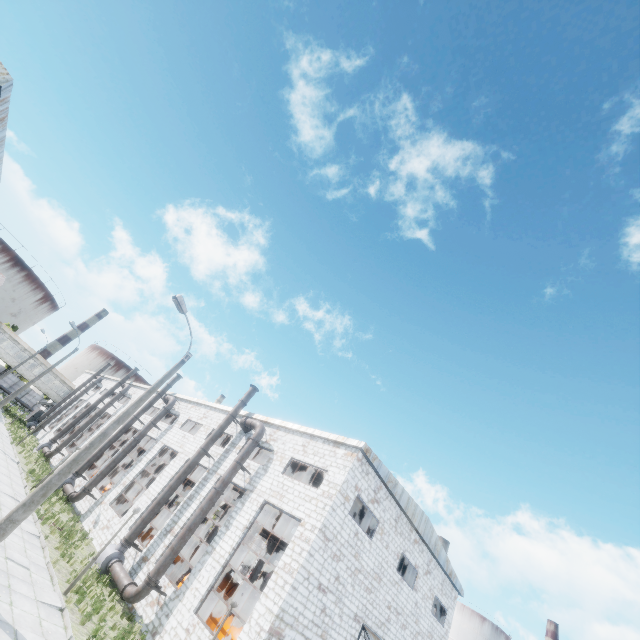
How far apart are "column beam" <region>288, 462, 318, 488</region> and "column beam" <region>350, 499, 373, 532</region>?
4.1 meters

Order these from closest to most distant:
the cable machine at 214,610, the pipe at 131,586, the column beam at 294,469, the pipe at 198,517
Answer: the pipe at 131,586 < the pipe at 198,517 < the cable machine at 214,610 < the column beam at 294,469

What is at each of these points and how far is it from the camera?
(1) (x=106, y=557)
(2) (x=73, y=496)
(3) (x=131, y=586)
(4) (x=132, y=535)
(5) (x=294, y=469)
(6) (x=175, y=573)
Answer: (1) fan motor, 16.91m
(2) pipe, 23.97m
(3) pipe, 15.12m
(4) pipe, 17.88m
(5) column beam, 25.33m
(6) cable machine, 19.83m

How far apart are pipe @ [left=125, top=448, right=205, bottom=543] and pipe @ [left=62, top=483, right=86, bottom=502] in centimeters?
879cm

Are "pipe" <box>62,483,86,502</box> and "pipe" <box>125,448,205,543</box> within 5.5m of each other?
no

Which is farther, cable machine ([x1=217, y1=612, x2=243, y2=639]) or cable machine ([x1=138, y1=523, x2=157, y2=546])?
cable machine ([x1=138, y1=523, x2=157, y2=546])

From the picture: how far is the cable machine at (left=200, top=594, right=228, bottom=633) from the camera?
15.7 meters

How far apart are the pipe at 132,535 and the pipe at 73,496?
8.8 meters
